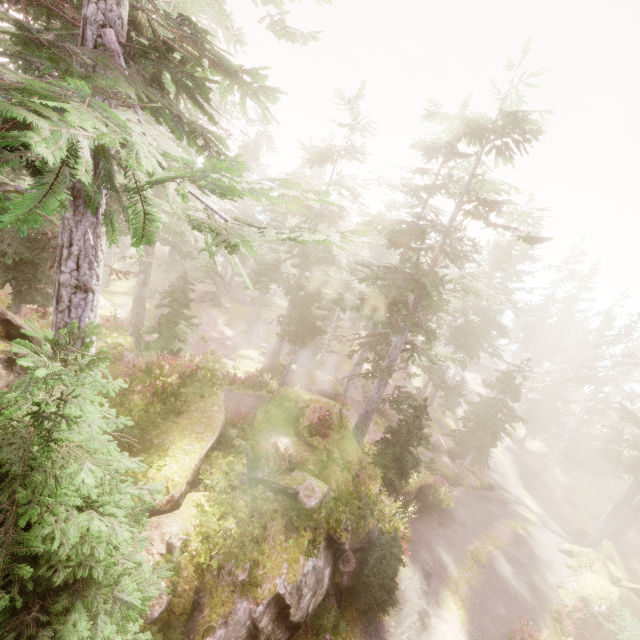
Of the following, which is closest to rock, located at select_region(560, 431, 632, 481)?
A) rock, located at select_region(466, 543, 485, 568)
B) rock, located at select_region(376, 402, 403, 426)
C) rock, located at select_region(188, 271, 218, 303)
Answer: rock, located at select_region(376, 402, 403, 426)

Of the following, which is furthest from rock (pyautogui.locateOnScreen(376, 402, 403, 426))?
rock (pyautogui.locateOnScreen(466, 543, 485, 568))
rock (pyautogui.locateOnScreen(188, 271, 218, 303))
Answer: rock (pyautogui.locateOnScreen(188, 271, 218, 303))

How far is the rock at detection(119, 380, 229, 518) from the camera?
9.5 meters

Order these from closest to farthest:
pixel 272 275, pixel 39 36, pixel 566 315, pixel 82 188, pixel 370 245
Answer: pixel 39 36 < pixel 82 188 < pixel 272 275 < pixel 370 245 < pixel 566 315

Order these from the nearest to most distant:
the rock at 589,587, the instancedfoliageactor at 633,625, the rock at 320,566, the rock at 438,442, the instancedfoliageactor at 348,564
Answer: the rock at 320,566
the instancedfoliageactor at 348,564
the instancedfoliageactor at 633,625
the rock at 589,587
the rock at 438,442

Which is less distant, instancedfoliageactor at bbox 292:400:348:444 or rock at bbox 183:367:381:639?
rock at bbox 183:367:381:639

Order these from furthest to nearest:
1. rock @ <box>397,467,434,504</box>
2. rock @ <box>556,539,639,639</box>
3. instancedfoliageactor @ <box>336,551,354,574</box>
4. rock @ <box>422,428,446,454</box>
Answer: rock @ <box>422,428,446,454</box>
rock @ <box>397,467,434,504</box>
rock @ <box>556,539,639,639</box>
instancedfoliageactor @ <box>336,551,354,574</box>

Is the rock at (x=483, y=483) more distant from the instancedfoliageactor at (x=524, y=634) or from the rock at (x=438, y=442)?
the rock at (x=438, y=442)
